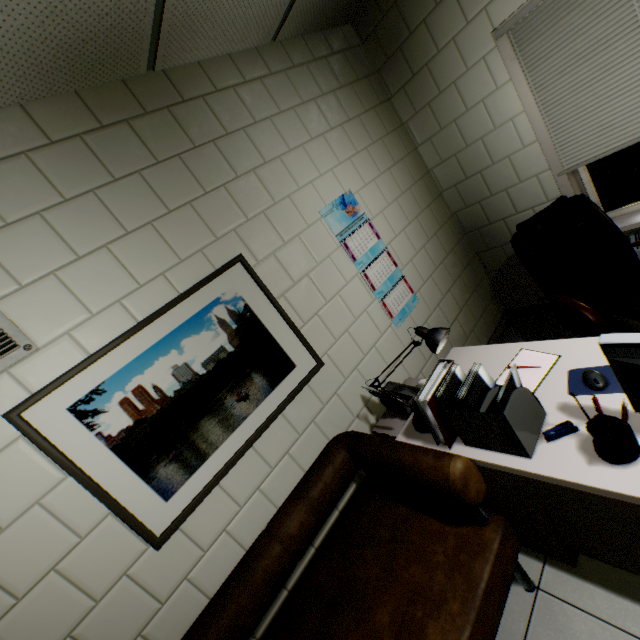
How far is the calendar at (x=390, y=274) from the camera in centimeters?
242cm

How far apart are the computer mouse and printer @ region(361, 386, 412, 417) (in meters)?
0.77

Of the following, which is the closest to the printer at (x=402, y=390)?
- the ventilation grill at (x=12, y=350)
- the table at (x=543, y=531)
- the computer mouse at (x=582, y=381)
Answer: the table at (x=543, y=531)

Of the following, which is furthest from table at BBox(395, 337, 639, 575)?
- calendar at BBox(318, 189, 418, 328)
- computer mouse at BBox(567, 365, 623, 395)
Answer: calendar at BBox(318, 189, 418, 328)

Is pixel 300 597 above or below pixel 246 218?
below

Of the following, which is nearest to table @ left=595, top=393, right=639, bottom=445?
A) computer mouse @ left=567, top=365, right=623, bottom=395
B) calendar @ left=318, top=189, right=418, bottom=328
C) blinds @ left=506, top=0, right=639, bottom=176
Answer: computer mouse @ left=567, top=365, right=623, bottom=395

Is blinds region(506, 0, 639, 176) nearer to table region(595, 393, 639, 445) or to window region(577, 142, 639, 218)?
window region(577, 142, 639, 218)

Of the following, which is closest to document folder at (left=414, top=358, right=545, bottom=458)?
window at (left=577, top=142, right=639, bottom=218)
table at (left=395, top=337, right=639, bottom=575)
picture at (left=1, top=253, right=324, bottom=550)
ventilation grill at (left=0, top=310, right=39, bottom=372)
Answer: table at (left=395, top=337, right=639, bottom=575)
